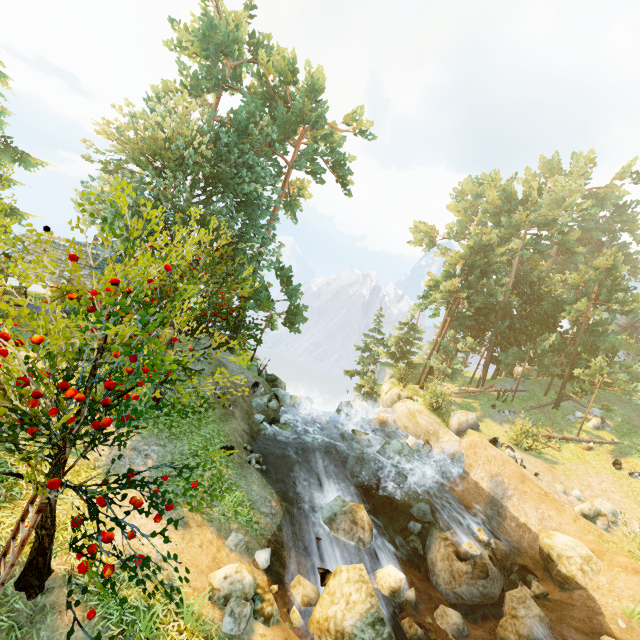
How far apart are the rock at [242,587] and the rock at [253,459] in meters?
4.7 m

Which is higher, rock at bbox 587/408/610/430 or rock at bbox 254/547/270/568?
rock at bbox 587/408/610/430

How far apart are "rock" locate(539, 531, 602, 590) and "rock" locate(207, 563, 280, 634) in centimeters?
1237cm

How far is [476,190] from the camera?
39.3 meters

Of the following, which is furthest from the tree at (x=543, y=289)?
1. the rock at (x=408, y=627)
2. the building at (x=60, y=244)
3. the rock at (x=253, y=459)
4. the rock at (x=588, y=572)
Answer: the rock at (x=588, y=572)

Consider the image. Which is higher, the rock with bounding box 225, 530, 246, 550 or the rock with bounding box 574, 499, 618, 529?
the rock with bounding box 574, 499, 618, 529

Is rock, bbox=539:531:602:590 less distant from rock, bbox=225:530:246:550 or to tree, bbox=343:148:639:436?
tree, bbox=343:148:639:436

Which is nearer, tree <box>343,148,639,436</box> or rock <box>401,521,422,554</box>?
rock <box>401,521,422,554</box>
